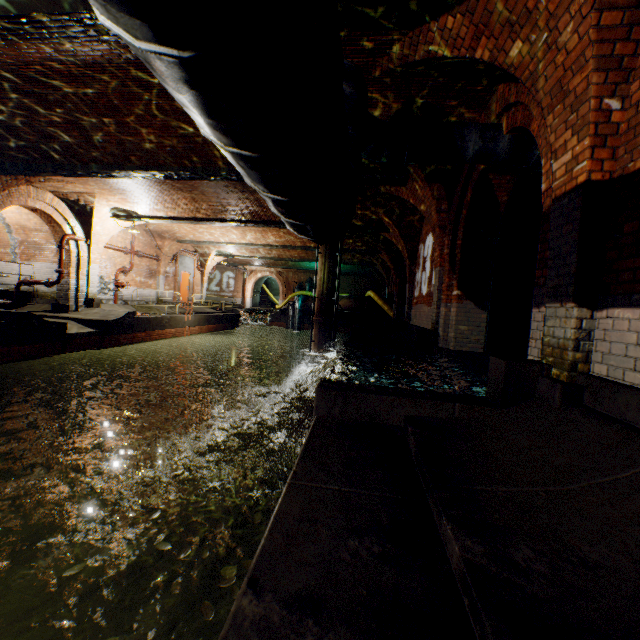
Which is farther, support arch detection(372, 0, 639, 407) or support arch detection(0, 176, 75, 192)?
support arch detection(0, 176, 75, 192)

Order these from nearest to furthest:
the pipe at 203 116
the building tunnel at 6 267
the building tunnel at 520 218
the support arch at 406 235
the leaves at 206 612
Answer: the pipe at 203 116
the leaves at 206 612
the support arch at 406 235
the building tunnel at 520 218
the building tunnel at 6 267

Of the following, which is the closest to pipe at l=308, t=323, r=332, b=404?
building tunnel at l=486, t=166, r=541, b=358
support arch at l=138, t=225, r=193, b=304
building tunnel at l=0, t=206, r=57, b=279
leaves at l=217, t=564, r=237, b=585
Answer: building tunnel at l=486, t=166, r=541, b=358

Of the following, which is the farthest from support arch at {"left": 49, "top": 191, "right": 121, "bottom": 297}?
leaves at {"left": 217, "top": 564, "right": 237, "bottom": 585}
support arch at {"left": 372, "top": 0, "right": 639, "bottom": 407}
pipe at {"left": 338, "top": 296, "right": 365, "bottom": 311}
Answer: pipe at {"left": 338, "top": 296, "right": 365, "bottom": 311}

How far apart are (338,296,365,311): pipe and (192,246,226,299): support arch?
8.62m

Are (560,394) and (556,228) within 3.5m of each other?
yes

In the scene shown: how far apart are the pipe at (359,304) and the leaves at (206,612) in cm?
1947

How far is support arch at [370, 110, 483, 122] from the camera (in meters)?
5.73
